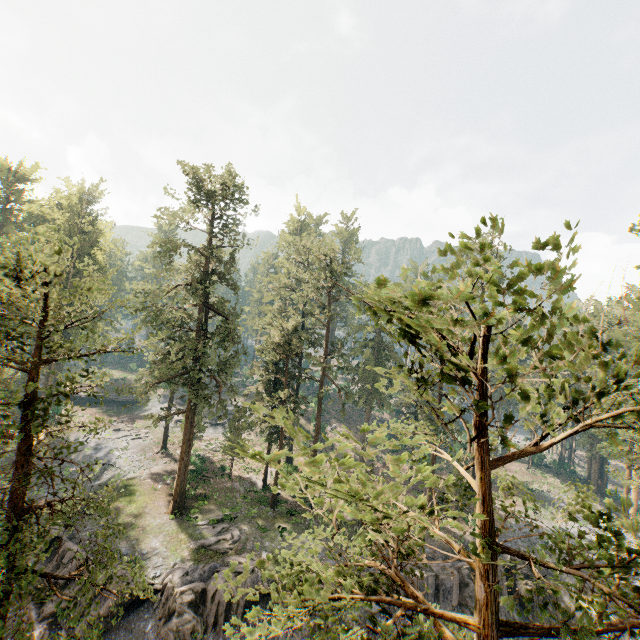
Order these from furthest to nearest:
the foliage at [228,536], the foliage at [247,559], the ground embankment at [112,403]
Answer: the ground embankment at [112,403], the foliage at [228,536], the foliage at [247,559]

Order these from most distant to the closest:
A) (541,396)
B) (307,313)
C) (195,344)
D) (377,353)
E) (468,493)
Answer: (541,396)
(377,353)
(307,313)
(195,344)
(468,493)

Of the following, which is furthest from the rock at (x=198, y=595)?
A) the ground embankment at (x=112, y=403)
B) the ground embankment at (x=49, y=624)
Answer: the ground embankment at (x=112, y=403)

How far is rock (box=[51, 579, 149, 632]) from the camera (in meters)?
19.92

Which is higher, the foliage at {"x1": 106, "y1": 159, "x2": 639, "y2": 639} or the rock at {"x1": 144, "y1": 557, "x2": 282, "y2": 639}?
the foliage at {"x1": 106, "y1": 159, "x2": 639, "y2": 639}

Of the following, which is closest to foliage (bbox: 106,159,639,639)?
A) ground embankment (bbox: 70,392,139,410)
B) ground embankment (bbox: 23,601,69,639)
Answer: ground embankment (bbox: 70,392,139,410)

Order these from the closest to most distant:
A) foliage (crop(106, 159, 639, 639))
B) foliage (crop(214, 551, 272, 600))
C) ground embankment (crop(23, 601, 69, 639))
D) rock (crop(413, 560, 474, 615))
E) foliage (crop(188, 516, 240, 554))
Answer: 1. foliage (crop(106, 159, 639, 639))
2. foliage (crop(214, 551, 272, 600))
3. ground embankment (crop(23, 601, 69, 639))
4. rock (crop(413, 560, 474, 615))
5. foliage (crop(188, 516, 240, 554))

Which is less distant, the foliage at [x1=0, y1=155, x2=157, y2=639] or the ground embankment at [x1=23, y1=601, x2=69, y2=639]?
the foliage at [x1=0, y1=155, x2=157, y2=639]
